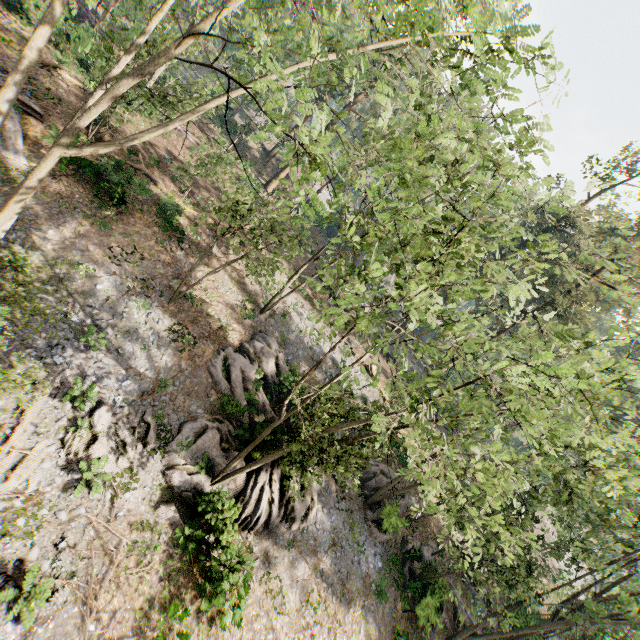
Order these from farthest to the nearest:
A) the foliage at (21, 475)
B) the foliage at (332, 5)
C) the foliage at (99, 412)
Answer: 1. the foliage at (99, 412)
2. the foliage at (21, 475)
3. the foliage at (332, 5)

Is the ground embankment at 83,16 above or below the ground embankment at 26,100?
above

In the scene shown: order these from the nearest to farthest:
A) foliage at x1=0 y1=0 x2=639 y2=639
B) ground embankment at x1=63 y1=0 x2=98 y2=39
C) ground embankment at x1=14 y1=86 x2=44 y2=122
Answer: foliage at x1=0 y1=0 x2=639 y2=639 < ground embankment at x1=14 y1=86 x2=44 y2=122 < ground embankment at x1=63 y1=0 x2=98 y2=39

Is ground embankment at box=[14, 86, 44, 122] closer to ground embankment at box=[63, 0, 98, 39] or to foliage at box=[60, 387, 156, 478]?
foliage at box=[60, 387, 156, 478]

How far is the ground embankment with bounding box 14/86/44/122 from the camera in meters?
18.3 m

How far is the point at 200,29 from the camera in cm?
772
